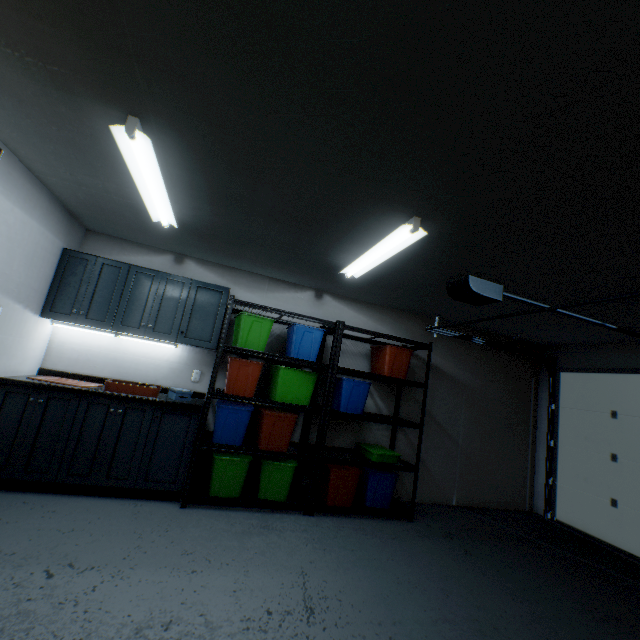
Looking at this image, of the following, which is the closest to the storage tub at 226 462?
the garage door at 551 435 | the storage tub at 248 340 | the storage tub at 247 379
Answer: the storage tub at 247 379

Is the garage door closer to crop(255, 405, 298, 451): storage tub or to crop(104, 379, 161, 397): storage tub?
crop(255, 405, 298, 451): storage tub

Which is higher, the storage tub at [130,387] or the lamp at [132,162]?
the lamp at [132,162]

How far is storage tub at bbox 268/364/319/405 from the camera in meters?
3.3 m

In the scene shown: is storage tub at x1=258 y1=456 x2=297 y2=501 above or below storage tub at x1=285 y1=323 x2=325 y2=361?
below

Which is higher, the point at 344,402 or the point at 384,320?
A: the point at 384,320

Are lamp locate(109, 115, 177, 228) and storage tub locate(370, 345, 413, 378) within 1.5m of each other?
no

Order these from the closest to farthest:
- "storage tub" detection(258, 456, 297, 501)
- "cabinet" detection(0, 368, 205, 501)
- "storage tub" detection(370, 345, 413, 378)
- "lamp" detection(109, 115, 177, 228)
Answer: "lamp" detection(109, 115, 177, 228) → "cabinet" detection(0, 368, 205, 501) → "storage tub" detection(258, 456, 297, 501) → "storage tub" detection(370, 345, 413, 378)
